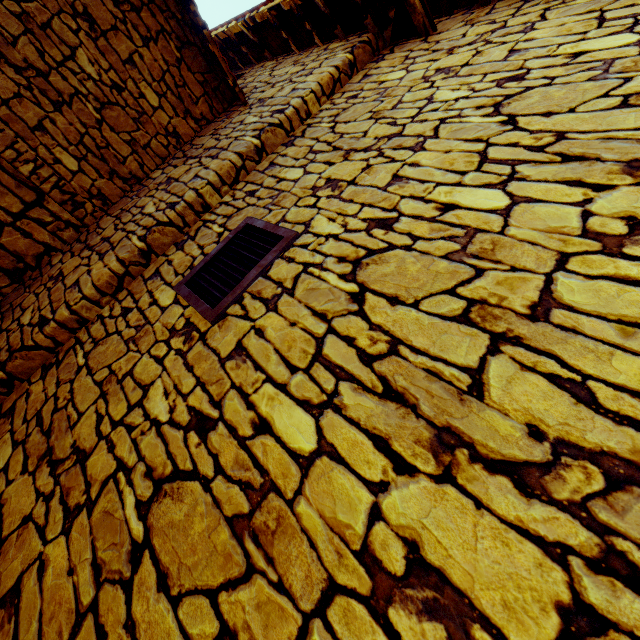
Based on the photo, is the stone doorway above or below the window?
below

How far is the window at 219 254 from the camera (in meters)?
1.75

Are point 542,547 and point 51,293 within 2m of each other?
no

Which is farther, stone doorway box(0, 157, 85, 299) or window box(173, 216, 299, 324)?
stone doorway box(0, 157, 85, 299)

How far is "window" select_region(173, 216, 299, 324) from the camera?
1.8 meters

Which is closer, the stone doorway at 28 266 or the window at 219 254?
the window at 219 254
